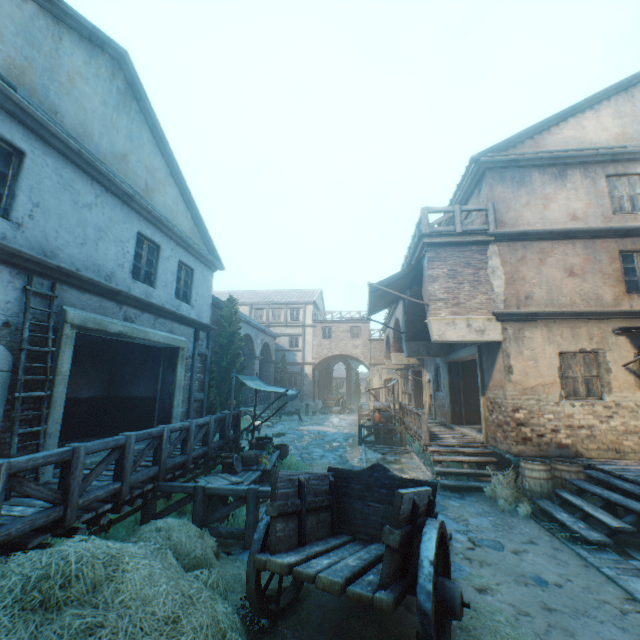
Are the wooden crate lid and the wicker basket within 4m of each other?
yes

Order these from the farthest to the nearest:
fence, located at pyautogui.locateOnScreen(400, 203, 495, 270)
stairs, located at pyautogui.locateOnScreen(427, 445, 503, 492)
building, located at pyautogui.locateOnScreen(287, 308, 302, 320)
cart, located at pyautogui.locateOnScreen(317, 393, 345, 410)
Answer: building, located at pyautogui.locateOnScreen(287, 308, 302, 320), cart, located at pyautogui.locateOnScreen(317, 393, 345, 410), fence, located at pyautogui.locateOnScreen(400, 203, 495, 270), stairs, located at pyautogui.locateOnScreen(427, 445, 503, 492)

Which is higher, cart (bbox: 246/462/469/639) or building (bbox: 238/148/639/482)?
building (bbox: 238/148/639/482)

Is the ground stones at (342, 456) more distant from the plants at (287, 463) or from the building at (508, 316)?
the building at (508, 316)

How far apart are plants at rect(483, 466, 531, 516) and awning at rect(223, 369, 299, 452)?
5.5m

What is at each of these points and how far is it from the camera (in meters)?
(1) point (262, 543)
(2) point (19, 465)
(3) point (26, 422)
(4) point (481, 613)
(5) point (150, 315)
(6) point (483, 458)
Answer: (1) cart, 3.77
(2) fence, 3.57
(3) building, 5.66
(4) straw, 4.07
(5) building, 9.07
(6) stairs, 9.53

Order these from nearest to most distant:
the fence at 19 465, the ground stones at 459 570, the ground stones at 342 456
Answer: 1. the fence at 19 465
2. the ground stones at 459 570
3. the ground stones at 342 456

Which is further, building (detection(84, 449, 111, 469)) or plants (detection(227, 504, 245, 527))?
building (detection(84, 449, 111, 469))
